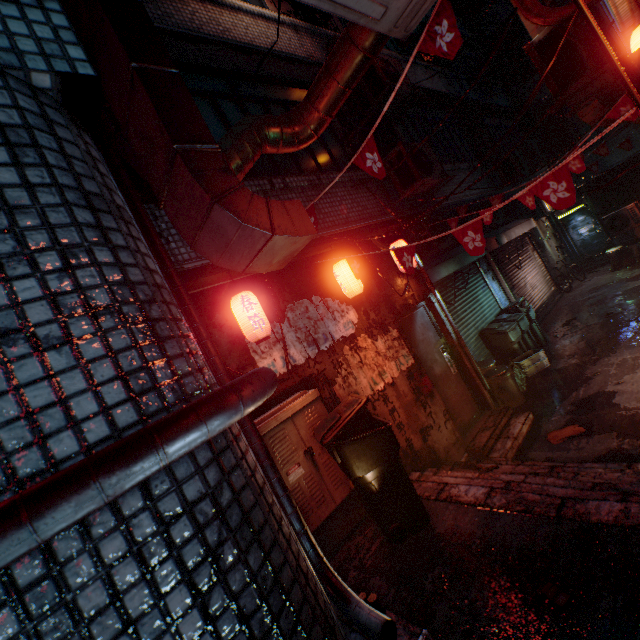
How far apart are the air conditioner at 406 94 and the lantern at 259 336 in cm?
448

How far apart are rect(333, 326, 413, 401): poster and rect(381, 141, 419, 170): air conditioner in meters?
2.1

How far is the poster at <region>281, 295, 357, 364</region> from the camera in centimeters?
354cm

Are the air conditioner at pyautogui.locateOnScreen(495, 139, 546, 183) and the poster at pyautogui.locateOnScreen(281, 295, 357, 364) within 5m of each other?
no

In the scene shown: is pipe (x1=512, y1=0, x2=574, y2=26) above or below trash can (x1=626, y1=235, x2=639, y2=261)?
above

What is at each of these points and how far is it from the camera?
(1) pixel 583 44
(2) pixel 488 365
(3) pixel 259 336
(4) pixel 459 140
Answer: (1) air conditioner, 3.0m
(2) trash can, 6.2m
(3) lantern, 3.0m
(4) window, 8.3m

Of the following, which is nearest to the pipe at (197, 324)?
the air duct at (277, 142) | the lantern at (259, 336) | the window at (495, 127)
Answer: the air duct at (277, 142)

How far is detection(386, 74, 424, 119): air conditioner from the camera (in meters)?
5.66
